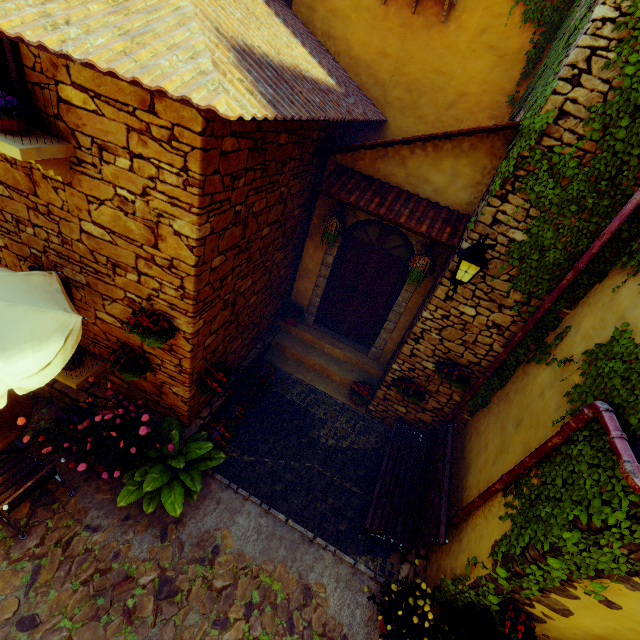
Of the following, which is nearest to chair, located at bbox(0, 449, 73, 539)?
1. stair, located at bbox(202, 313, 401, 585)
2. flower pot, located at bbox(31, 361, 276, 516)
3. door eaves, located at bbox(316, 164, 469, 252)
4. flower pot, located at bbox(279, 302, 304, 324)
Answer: flower pot, located at bbox(31, 361, 276, 516)

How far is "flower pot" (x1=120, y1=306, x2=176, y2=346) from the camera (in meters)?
3.69

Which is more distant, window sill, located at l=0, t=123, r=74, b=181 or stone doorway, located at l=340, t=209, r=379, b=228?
stone doorway, located at l=340, t=209, r=379, b=228

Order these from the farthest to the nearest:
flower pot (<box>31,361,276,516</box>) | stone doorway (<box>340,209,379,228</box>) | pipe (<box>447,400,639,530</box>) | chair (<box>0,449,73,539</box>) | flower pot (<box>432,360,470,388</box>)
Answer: stone doorway (<box>340,209,379,228</box>) → flower pot (<box>432,360,470,388</box>) → flower pot (<box>31,361,276,516</box>) → chair (<box>0,449,73,539</box>) → pipe (<box>447,400,639,530</box>)

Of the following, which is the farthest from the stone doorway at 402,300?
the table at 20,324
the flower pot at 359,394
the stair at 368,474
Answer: the table at 20,324

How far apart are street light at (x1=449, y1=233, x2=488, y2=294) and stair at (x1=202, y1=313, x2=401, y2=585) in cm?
336

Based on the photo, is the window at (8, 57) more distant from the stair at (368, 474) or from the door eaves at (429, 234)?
the stair at (368, 474)

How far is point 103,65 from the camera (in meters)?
2.06
